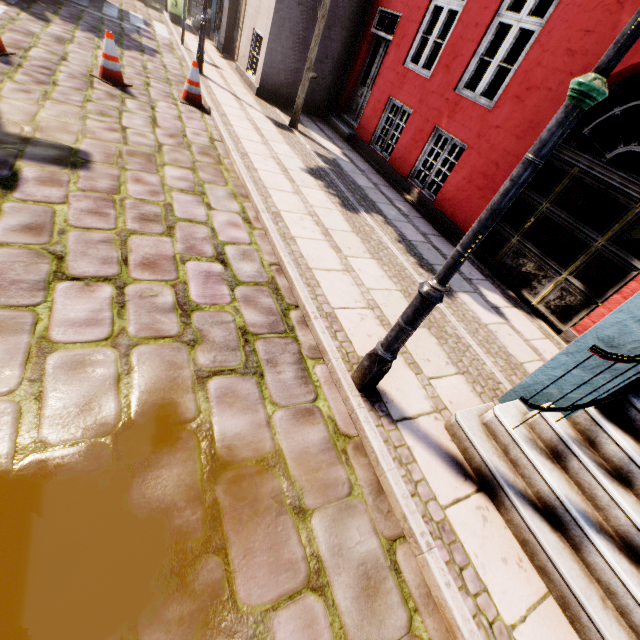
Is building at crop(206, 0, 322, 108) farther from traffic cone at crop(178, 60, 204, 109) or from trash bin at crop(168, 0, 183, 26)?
traffic cone at crop(178, 60, 204, 109)

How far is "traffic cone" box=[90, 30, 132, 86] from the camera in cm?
570

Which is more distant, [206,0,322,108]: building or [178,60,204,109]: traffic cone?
[206,0,322,108]: building

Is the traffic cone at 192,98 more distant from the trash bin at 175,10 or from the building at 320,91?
the trash bin at 175,10

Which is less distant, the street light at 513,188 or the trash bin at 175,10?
the street light at 513,188

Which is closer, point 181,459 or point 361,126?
point 181,459

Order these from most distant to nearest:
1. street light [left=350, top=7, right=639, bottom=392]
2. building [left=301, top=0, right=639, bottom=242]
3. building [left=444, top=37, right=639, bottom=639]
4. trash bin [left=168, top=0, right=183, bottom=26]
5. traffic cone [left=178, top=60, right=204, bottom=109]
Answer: trash bin [left=168, top=0, right=183, bottom=26]
traffic cone [left=178, top=60, right=204, bottom=109]
building [left=301, top=0, right=639, bottom=242]
building [left=444, top=37, right=639, bottom=639]
street light [left=350, top=7, right=639, bottom=392]

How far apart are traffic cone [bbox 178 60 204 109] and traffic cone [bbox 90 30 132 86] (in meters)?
0.88
